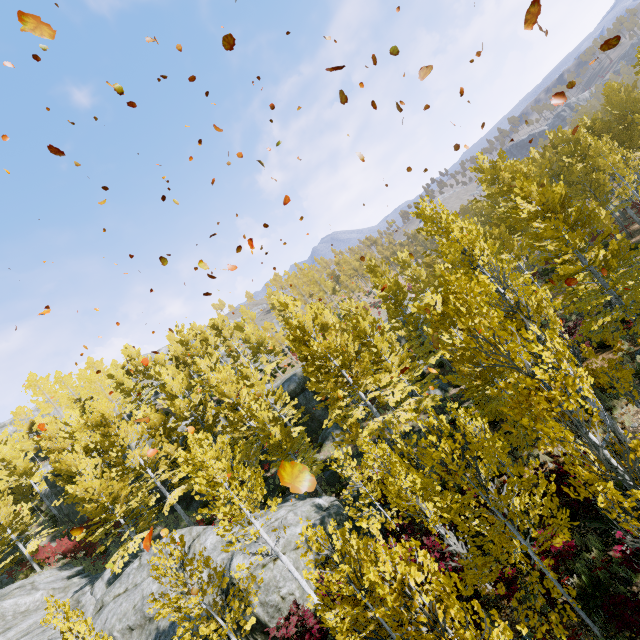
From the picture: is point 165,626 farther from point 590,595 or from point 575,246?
point 575,246

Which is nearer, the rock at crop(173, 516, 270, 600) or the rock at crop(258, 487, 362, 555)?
the rock at crop(173, 516, 270, 600)

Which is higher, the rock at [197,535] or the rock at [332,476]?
the rock at [197,535]

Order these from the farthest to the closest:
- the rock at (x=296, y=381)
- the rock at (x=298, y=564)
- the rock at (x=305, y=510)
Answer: the rock at (x=296, y=381) → the rock at (x=305, y=510) → the rock at (x=298, y=564)

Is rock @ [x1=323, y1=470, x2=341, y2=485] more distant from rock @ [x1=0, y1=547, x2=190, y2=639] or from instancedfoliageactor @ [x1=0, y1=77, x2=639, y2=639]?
rock @ [x1=0, y1=547, x2=190, y2=639]

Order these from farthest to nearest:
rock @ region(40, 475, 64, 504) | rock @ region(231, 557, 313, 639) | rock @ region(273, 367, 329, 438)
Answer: rock @ region(40, 475, 64, 504), rock @ region(273, 367, 329, 438), rock @ region(231, 557, 313, 639)
